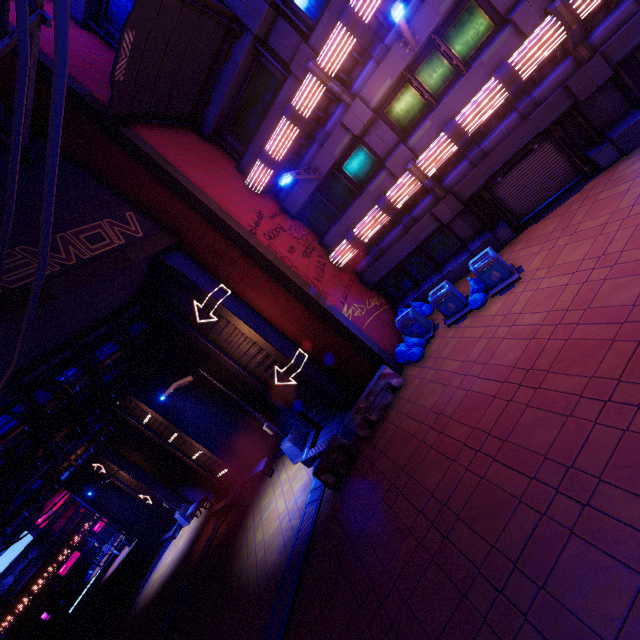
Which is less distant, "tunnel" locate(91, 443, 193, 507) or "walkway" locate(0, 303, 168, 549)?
"walkway" locate(0, 303, 168, 549)

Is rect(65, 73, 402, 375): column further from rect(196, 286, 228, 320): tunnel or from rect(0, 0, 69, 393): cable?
rect(0, 0, 69, 393): cable

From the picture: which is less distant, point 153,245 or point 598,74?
point 598,74

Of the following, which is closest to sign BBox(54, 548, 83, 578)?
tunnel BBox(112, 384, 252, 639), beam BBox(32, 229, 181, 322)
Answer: tunnel BBox(112, 384, 252, 639)

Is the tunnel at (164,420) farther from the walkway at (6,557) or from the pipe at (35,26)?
the walkway at (6,557)

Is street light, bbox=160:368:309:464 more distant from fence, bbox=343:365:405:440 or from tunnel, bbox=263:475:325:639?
fence, bbox=343:365:405:440

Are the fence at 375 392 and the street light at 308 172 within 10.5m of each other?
yes

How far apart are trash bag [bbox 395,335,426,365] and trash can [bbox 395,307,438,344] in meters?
0.0 m
